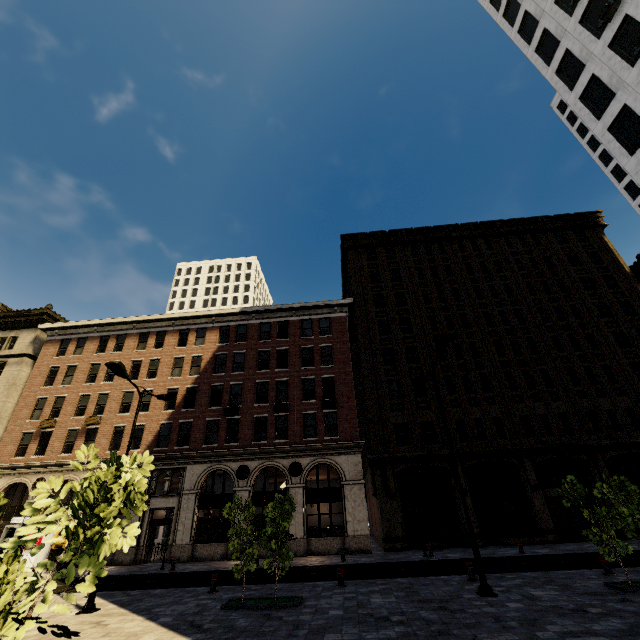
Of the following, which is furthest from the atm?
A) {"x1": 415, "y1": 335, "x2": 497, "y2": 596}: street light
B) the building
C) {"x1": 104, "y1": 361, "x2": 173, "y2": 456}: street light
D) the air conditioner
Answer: the air conditioner

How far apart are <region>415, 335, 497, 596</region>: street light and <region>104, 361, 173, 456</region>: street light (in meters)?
12.41

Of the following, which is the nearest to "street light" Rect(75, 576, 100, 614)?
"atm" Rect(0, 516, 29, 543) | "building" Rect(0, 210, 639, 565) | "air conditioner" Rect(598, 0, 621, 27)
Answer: "building" Rect(0, 210, 639, 565)

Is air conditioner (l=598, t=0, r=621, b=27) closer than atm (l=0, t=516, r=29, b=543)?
Yes

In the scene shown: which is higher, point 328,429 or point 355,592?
point 328,429

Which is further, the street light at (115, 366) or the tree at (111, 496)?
the street light at (115, 366)

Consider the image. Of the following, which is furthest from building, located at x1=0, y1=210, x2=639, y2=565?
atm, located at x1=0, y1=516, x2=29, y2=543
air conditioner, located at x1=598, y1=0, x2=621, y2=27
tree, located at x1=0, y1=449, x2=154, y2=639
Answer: air conditioner, located at x1=598, y1=0, x2=621, y2=27

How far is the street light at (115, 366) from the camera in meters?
12.7 m
